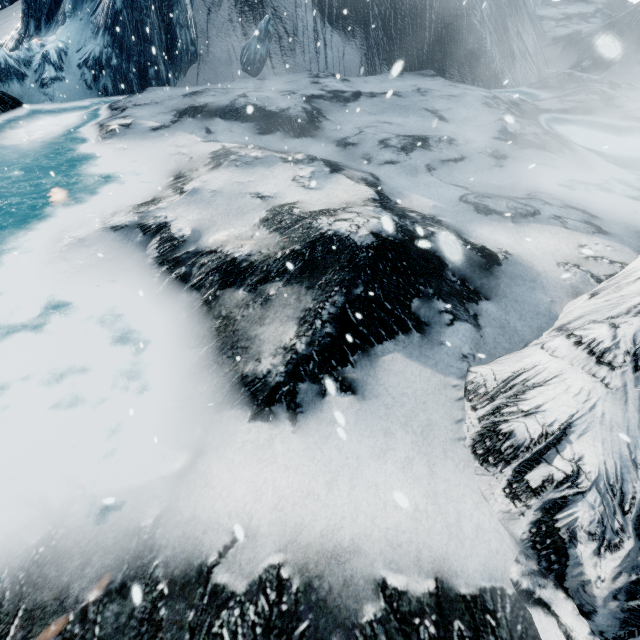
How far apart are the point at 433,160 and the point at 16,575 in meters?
10.2 m
